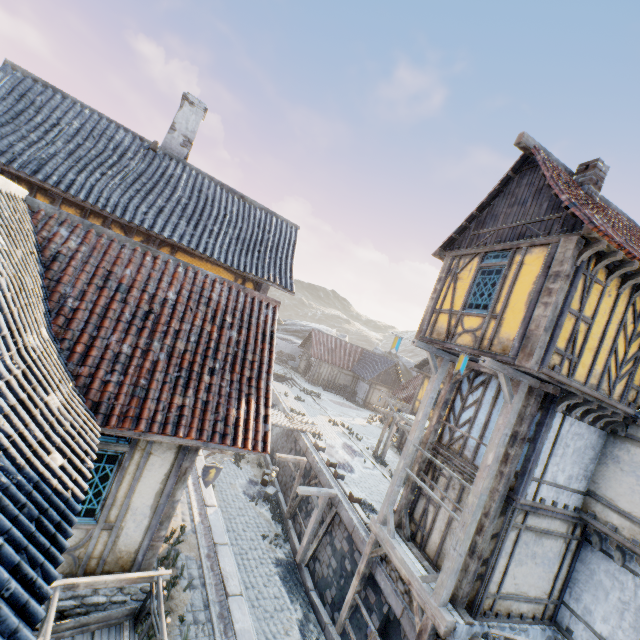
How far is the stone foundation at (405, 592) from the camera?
8.53m

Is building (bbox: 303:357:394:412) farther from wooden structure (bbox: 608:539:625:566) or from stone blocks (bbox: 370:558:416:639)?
wooden structure (bbox: 608:539:625:566)

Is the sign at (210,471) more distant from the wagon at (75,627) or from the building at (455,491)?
the building at (455,491)

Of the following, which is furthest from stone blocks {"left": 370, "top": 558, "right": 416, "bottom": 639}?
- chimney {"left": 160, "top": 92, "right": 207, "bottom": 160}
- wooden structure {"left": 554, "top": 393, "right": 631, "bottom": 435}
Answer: chimney {"left": 160, "top": 92, "right": 207, "bottom": 160}

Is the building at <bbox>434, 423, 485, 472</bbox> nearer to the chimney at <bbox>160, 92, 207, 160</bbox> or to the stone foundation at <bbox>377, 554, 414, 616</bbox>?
the stone foundation at <bbox>377, 554, 414, 616</bbox>

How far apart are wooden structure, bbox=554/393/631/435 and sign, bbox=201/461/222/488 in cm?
884

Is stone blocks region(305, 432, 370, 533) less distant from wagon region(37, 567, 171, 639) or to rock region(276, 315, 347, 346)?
rock region(276, 315, 347, 346)

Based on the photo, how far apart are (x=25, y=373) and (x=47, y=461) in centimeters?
118cm
